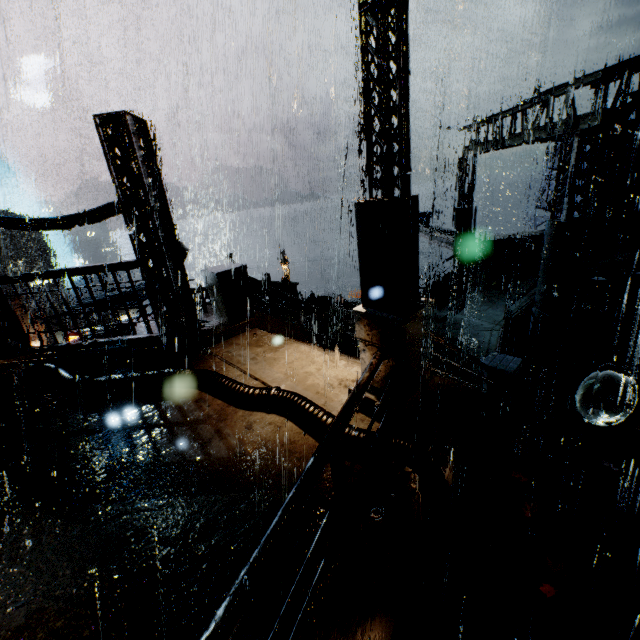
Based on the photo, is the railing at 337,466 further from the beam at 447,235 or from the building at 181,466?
the beam at 447,235

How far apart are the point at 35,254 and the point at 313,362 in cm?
6725

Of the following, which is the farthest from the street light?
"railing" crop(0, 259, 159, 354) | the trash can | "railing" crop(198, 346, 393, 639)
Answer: the trash can

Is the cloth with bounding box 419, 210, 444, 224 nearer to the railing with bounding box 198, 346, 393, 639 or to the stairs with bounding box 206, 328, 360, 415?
the stairs with bounding box 206, 328, 360, 415

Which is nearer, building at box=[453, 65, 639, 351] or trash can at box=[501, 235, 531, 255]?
building at box=[453, 65, 639, 351]

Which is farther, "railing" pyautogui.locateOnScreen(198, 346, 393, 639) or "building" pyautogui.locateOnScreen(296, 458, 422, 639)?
"building" pyautogui.locateOnScreen(296, 458, 422, 639)

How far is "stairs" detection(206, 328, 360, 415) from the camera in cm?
553

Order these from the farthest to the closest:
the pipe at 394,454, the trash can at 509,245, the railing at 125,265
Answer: the trash can at 509,245 < the railing at 125,265 < the pipe at 394,454
